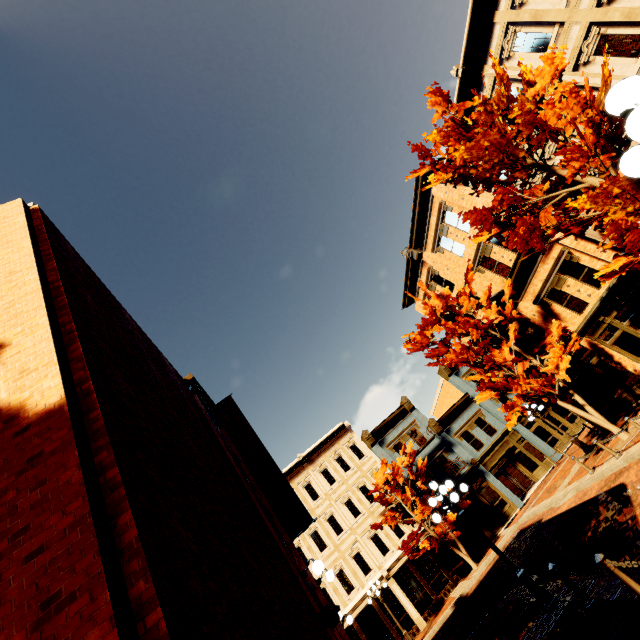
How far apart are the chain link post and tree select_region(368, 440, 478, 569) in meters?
16.0

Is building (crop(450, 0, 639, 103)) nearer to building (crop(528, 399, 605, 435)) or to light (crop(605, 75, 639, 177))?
building (crop(528, 399, 605, 435))

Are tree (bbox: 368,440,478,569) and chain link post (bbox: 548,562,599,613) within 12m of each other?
no

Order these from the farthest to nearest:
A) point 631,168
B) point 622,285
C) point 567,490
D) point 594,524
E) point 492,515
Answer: point 492,515 < point 567,490 < point 622,285 < point 594,524 < point 631,168

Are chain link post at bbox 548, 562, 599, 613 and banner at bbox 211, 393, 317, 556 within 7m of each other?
yes

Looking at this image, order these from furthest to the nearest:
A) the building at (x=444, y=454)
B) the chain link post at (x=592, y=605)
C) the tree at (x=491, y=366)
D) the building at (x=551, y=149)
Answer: the building at (x=444, y=454)
the tree at (x=491, y=366)
the building at (x=551, y=149)
the chain link post at (x=592, y=605)

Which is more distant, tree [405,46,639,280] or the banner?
the banner

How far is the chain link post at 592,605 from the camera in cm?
636
